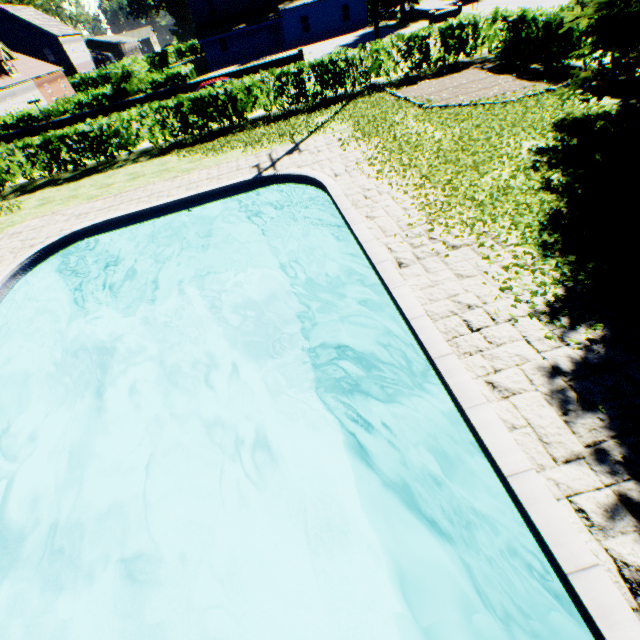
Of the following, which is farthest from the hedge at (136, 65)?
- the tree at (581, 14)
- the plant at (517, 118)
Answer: the plant at (517, 118)

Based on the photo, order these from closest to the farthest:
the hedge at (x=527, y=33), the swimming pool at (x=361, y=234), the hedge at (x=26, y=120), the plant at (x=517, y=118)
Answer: the swimming pool at (x=361, y=234), the plant at (x=517, y=118), the hedge at (x=527, y=33), the hedge at (x=26, y=120)

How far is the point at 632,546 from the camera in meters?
2.9 m

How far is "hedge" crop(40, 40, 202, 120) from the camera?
27.2 meters

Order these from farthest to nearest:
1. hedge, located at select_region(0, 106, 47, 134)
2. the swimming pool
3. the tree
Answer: hedge, located at select_region(0, 106, 47, 134)
the tree
the swimming pool

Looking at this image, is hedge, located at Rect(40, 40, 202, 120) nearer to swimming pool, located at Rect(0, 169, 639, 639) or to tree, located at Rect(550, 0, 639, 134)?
tree, located at Rect(550, 0, 639, 134)

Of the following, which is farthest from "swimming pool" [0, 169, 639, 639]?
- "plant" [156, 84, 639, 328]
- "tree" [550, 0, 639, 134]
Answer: "tree" [550, 0, 639, 134]

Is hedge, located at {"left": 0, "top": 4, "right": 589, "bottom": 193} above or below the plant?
above
